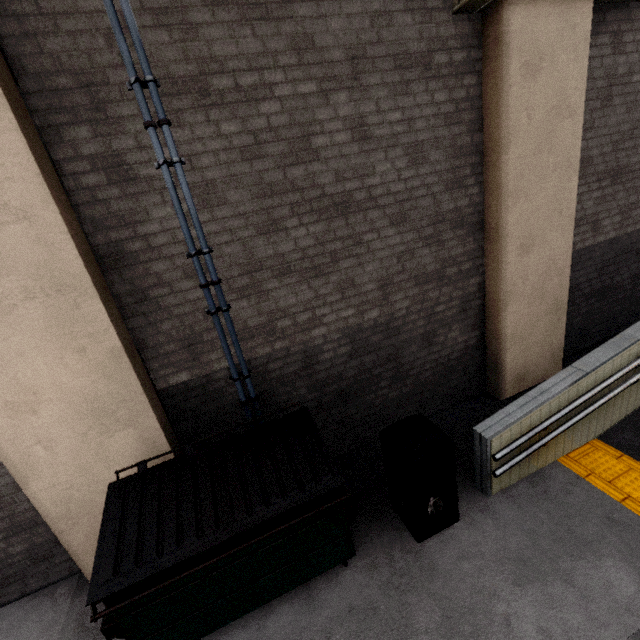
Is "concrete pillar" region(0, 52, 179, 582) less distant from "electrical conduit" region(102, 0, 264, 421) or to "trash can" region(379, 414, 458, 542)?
"electrical conduit" region(102, 0, 264, 421)

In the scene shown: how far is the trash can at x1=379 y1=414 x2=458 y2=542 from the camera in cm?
317

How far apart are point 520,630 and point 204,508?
2.9m

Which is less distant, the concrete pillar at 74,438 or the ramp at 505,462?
the concrete pillar at 74,438

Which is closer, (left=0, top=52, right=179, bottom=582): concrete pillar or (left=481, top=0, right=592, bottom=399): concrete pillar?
(left=0, top=52, right=179, bottom=582): concrete pillar

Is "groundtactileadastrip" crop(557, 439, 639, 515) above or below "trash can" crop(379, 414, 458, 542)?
below

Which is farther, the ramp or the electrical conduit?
the ramp

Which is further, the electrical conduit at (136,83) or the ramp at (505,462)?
the ramp at (505,462)
